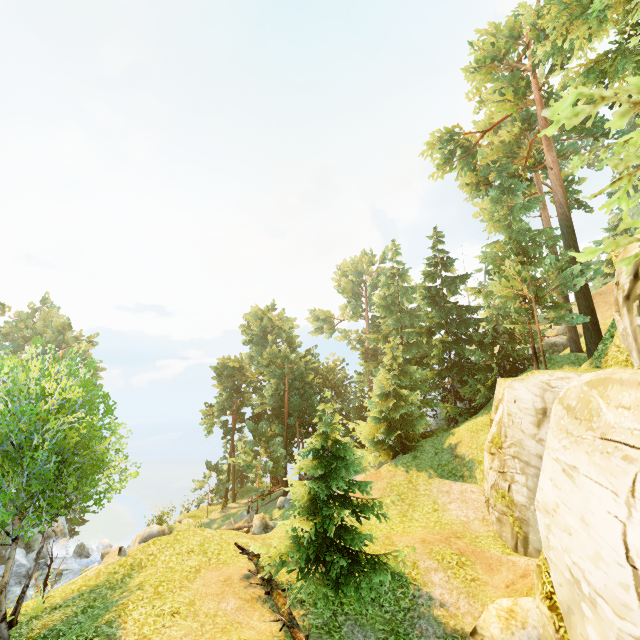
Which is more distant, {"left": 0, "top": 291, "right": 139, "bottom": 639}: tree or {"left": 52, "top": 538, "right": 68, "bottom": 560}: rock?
{"left": 52, "top": 538, "right": 68, "bottom": 560}: rock

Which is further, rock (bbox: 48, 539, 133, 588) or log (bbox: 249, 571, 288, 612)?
rock (bbox: 48, 539, 133, 588)

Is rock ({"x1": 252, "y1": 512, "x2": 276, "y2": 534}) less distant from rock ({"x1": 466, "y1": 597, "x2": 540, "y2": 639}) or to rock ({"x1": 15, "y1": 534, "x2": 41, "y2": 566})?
rock ({"x1": 466, "y1": 597, "x2": 540, "y2": 639})

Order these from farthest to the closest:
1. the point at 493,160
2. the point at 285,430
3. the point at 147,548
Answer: the point at 285,430, the point at 493,160, the point at 147,548

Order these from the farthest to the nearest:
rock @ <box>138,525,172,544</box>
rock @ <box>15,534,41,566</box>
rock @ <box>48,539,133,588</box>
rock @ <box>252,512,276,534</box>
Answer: rock @ <box>15,534,41,566</box> < rock @ <box>138,525,172,544</box> < rock @ <box>48,539,133,588</box> < rock @ <box>252,512,276,534</box>

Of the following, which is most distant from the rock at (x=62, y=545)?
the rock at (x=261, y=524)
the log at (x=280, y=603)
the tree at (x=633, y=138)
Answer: the log at (x=280, y=603)

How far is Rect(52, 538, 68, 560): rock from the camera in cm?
3278

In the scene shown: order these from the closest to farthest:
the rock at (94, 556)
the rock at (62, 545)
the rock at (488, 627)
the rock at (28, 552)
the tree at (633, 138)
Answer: the rock at (488, 627), the tree at (633, 138), the rock at (94, 556), the rock at (28, 552), the rock at (62, 545)
